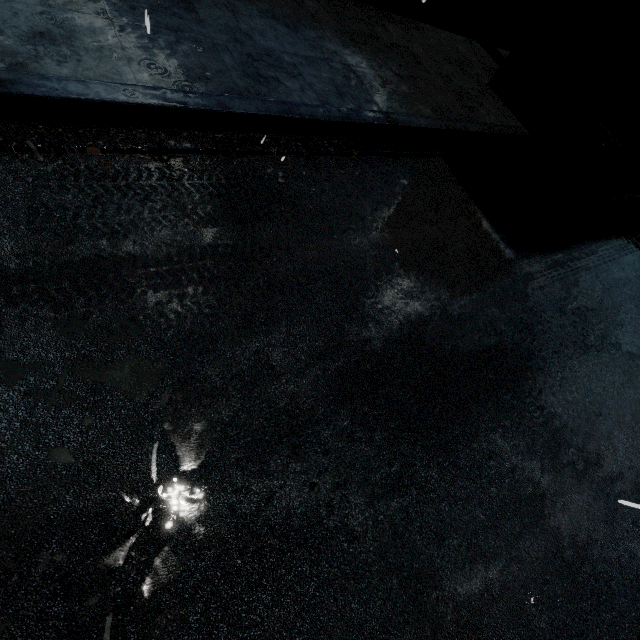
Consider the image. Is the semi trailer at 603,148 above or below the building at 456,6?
above

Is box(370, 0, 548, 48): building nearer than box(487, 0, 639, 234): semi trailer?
No

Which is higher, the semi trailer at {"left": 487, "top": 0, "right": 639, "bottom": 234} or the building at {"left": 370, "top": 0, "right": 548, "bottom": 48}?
the semi trailer at {"left": 487, "top": 0, "right": 639, "bottom": 234}

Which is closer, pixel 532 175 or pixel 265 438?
pixel 265 438

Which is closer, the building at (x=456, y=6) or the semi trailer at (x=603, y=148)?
the semi trailer at (x=603, y=148)
